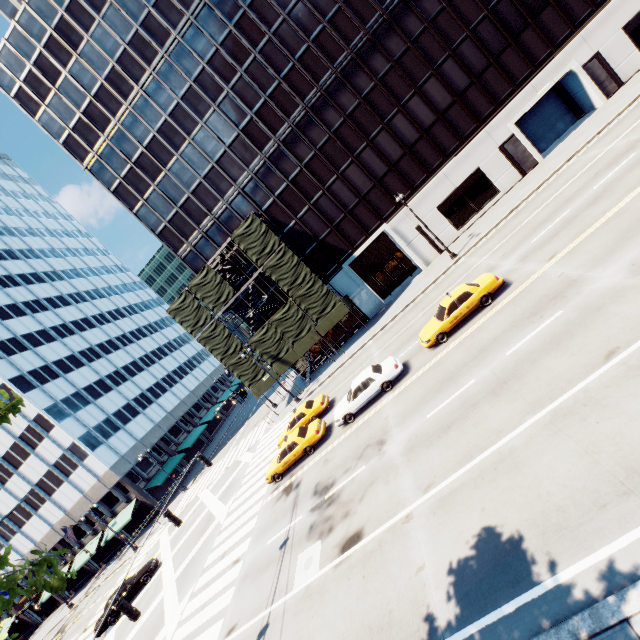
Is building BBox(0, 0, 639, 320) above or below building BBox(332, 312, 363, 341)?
above

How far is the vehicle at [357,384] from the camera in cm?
1795

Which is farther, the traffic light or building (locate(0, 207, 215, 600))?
building (locate(0, 207, 215, 600))

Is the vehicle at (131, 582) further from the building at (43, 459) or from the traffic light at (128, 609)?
the traffic light at (128, 609)

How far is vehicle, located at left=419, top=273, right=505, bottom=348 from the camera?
16.61m

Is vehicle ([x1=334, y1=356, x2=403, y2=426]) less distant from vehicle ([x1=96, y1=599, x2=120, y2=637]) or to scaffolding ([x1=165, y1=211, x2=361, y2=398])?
scaffolding ([x1=165, y1=211, x2=361, y2=398])

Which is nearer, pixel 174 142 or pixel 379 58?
pixel 379 58

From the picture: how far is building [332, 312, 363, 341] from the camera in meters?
34.8
